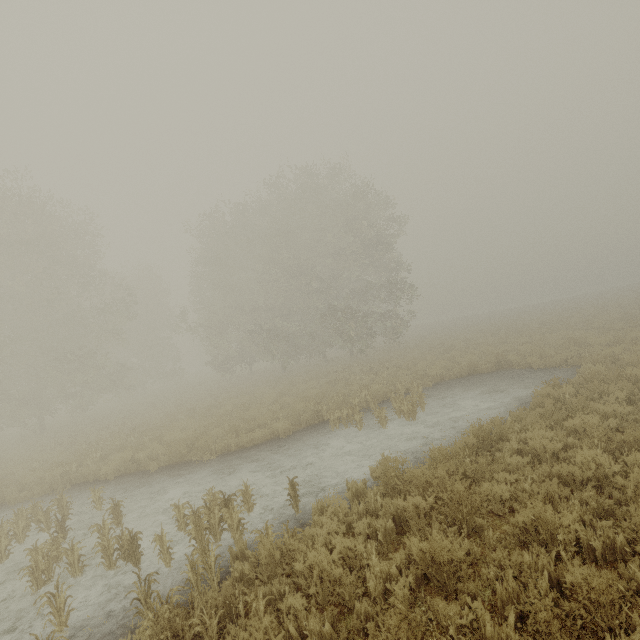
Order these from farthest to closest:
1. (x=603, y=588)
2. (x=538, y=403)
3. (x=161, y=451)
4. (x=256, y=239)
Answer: (x=256, y=239) → (x=161, y=451) → (x=538, y=403) → (x=603, y=588)
